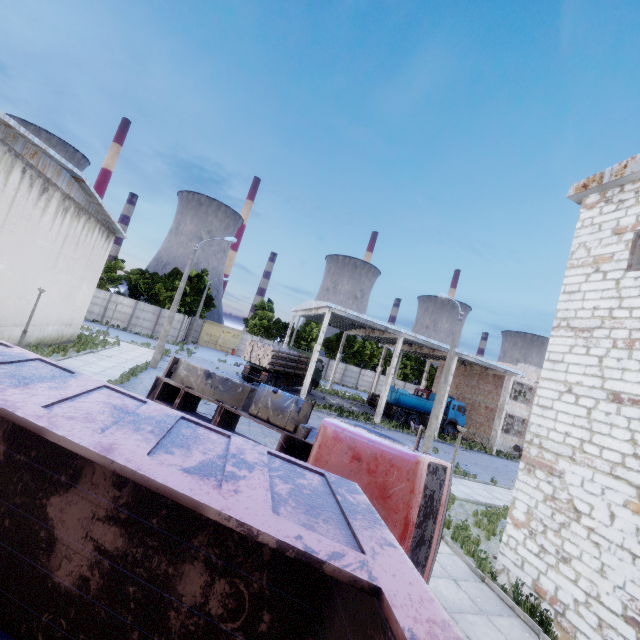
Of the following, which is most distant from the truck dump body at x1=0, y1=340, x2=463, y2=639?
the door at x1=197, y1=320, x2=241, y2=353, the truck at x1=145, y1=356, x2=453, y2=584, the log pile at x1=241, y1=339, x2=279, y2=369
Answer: the door at x1=197, y1=320, x2=241, y2=353

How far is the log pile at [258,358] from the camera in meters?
25.8 m

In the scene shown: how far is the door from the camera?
48.09m

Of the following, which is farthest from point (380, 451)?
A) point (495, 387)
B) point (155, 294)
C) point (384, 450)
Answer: point (155, 294)

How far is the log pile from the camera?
25.81m

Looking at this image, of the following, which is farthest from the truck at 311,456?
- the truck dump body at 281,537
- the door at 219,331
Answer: the door at 219,331

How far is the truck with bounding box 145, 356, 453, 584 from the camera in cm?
486

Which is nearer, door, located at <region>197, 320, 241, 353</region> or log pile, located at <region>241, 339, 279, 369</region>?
log pile, located at <region>241, 339, 279, 369</region>
